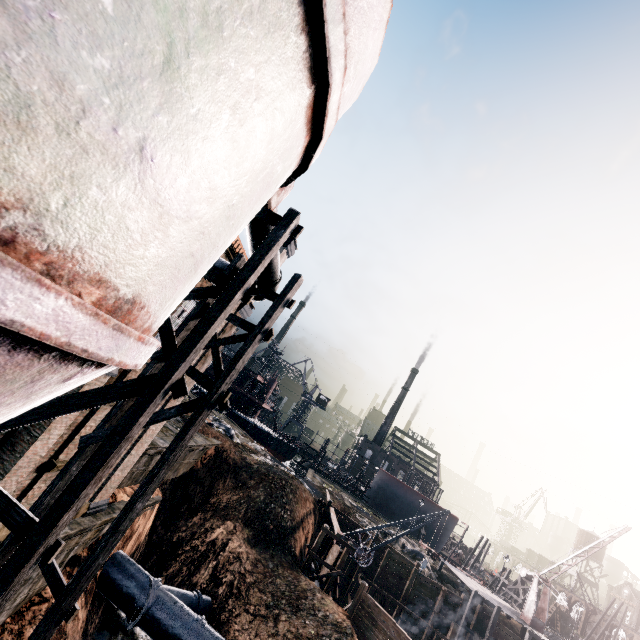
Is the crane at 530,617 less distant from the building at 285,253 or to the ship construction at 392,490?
the ship construction at 392,490

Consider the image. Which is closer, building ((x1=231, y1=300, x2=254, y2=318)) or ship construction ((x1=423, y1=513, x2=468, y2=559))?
building ((x1=231, y1=300, x2=254, y2=318))

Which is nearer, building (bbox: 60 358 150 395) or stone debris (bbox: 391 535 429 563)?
building (bbox: 60 358 150 395)

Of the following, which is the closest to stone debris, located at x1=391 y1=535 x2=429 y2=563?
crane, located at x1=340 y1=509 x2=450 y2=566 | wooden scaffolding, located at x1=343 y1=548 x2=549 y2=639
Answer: wooden scaffolding, located at x1=343 y1=548 x2=549 y2=639

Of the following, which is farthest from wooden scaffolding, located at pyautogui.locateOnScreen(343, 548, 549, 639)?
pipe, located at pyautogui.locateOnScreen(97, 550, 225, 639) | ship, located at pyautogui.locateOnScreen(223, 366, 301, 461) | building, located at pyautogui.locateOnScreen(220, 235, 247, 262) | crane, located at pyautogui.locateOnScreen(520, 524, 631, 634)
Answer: ship, located at pyautogui.locateOnScreen(223, 366, 301, 461)

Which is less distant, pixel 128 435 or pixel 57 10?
pixel 57 10

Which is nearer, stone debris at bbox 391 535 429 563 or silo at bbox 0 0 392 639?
silo at bbox 0 0 392 639

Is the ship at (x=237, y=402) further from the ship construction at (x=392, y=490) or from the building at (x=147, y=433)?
the building at (x=147, y=433)
